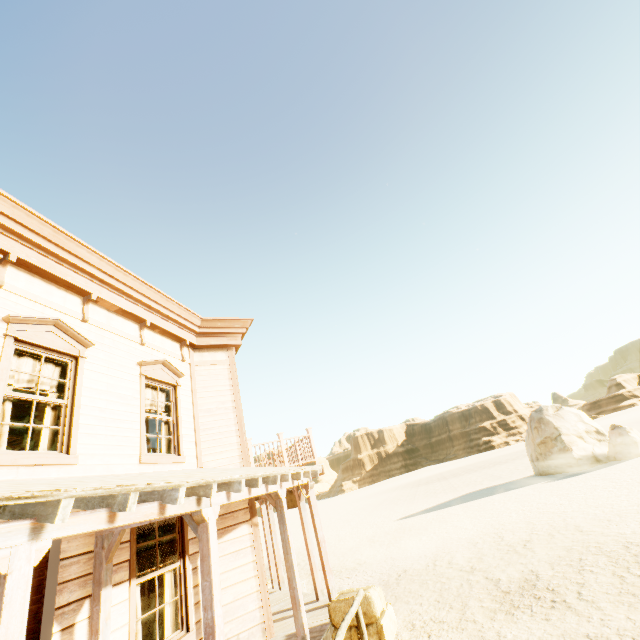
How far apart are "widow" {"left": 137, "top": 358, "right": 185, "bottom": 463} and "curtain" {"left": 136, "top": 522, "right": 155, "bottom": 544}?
0.77m

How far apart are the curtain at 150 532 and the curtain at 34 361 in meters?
1.7

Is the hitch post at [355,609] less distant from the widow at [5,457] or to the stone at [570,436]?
the widow at [5,457]

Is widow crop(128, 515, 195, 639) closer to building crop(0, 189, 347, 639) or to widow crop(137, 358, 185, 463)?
building crop(0, 189, 347, 639)

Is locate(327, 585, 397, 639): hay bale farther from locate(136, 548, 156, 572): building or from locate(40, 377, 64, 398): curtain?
locate(40, 377, 64, 398): curtain

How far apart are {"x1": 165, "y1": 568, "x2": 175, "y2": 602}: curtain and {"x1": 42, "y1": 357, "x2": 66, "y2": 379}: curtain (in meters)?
2.34

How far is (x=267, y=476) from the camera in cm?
637

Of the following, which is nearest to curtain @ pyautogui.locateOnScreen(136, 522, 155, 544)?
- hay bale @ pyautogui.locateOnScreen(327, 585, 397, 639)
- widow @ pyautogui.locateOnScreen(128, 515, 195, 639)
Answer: widow @ pyautogui.locateOnScreen(128, 515, 195, 639)
